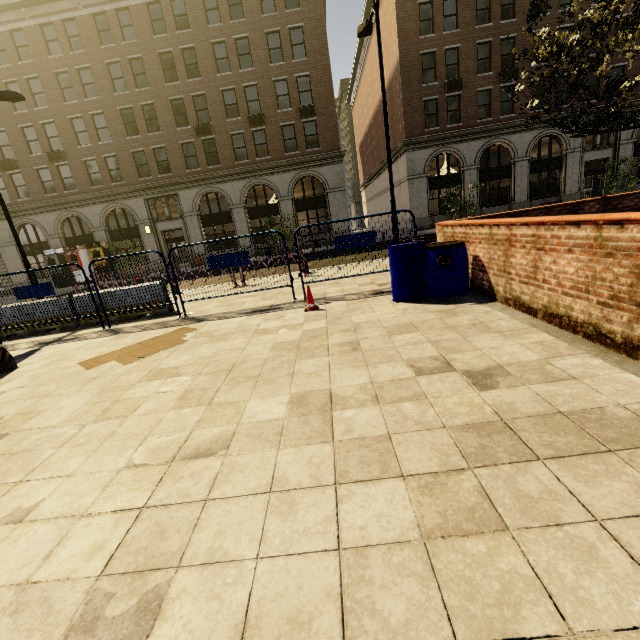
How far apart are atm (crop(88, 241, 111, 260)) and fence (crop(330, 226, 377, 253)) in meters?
25.8 m

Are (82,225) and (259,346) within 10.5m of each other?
no

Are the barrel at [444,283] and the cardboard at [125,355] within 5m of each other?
yes

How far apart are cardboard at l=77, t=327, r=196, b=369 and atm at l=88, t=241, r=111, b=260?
25.3m

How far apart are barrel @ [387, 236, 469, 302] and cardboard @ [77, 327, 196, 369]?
3.8m

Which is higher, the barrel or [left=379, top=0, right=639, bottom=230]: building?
[left=379, top=0, right=639, bottom=230]: building

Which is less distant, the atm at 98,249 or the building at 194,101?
the building at 194,101

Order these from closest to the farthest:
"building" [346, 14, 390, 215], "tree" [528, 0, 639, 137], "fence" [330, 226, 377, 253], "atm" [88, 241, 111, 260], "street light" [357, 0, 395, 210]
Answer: "tree" [528, 0, 639, 137], "fence" [330, 226, 377, 253], "street light" [357, 0, 395, 210], "atm" [88, 241, 111, 260], "building" [346, 14, 390, 215]
